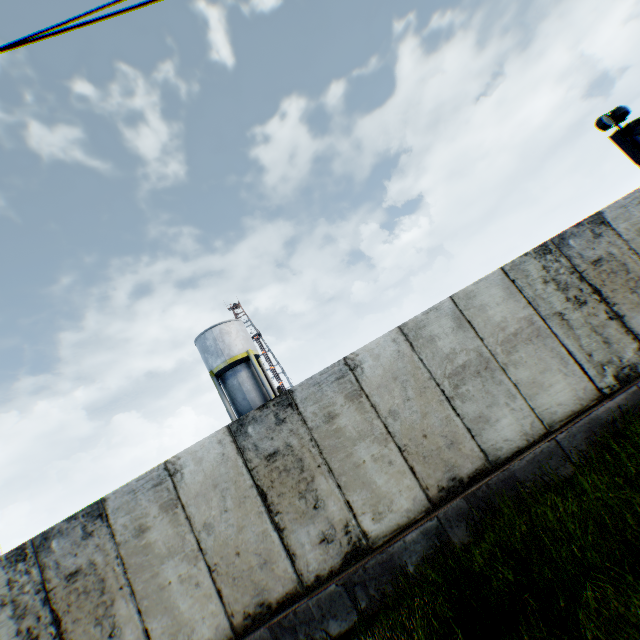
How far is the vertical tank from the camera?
23.45m

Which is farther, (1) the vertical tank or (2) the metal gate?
(1) the vertical tank

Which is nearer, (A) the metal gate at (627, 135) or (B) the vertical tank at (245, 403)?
(A) the metal gate at (627, 135)

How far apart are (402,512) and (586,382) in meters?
4.1

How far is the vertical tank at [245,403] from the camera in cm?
2345
